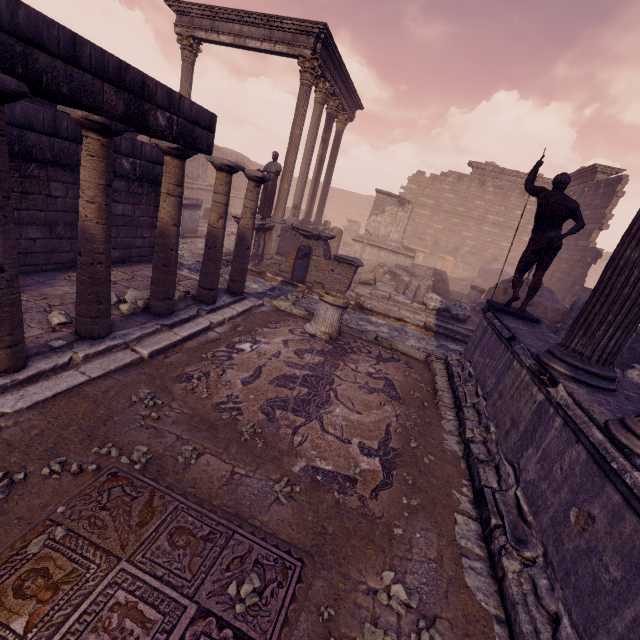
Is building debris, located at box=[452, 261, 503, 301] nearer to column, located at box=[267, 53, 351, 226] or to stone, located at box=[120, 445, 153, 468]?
column, located at box=[267, 53, 351, 226]

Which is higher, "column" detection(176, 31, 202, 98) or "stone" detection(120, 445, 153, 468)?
"column" detection(176, 31, 202, 98)

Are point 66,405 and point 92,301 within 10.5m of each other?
yes

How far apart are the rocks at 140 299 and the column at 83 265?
0.60m

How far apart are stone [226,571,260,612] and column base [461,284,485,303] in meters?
14.5 m

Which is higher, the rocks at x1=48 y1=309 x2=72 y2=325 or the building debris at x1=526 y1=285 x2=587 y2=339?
the building debris at x1=526 y1=285 x2=587 y2=339

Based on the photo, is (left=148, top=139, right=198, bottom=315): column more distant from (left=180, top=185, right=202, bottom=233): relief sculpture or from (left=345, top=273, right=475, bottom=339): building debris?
(left=345, top=273, right=475, bottom=339): building debris

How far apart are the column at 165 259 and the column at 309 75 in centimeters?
966cm
